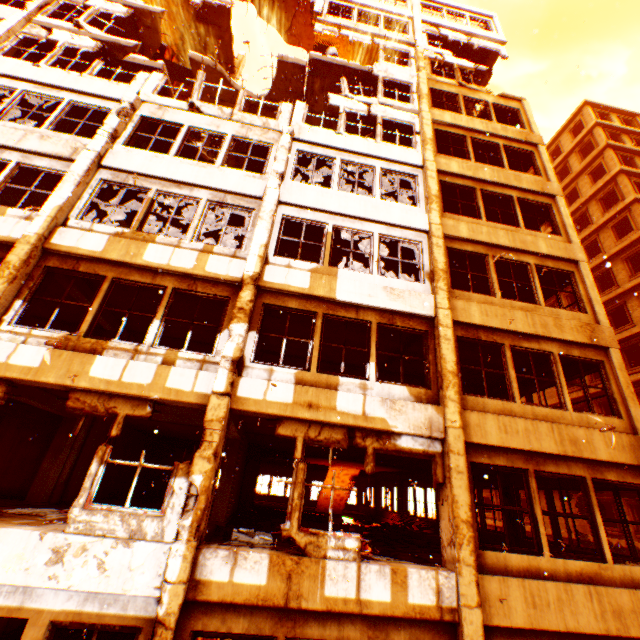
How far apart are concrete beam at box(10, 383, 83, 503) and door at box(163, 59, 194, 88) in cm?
1334

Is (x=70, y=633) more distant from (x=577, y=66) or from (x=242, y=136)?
(x=577, y=66)

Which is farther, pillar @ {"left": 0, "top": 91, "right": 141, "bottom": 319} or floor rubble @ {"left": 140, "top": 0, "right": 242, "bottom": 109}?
floor rubble @ {"left": 140, "top": 0, "right": 242, "bottom": 109}

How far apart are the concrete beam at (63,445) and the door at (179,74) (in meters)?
13.34

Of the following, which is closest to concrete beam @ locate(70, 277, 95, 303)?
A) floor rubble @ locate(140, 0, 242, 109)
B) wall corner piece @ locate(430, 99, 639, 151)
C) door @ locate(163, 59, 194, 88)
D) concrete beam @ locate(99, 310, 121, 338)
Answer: concrete beam @ locate(99, 310, 121, 338)

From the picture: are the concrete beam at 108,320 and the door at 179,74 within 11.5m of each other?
yes

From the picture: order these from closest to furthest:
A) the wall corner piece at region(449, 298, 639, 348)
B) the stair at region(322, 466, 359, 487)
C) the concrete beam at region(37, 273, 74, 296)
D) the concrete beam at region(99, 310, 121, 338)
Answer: the concrete beam at region(37, 273, 74, 296), the wall corner piece at region(449, 298, 639, 348), the concrete beam at region(99, 310, 121, 338), the stair at region(322, 466, 359, 487)

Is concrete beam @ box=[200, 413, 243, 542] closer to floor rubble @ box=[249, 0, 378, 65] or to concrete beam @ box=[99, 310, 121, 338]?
concrete beam @ box=[99, 310, 121, 338]
